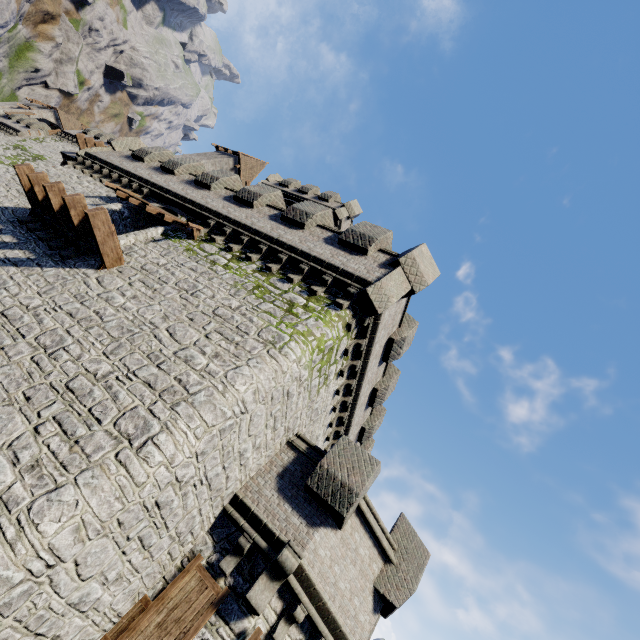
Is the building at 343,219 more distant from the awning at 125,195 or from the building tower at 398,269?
the awning at 125,195

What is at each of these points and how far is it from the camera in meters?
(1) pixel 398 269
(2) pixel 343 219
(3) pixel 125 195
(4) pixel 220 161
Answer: (1) building tower, 10.8 m
(2) building, 29.2 m
(3) awning, 14.0 m
(4) building, 31.8 m

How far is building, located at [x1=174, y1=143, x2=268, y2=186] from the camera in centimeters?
3119cm

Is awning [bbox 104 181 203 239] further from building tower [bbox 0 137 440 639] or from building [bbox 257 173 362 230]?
building [bbox 257 173 362 230]

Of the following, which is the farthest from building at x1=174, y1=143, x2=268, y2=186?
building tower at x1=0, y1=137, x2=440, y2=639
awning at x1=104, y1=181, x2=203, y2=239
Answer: awning at x1=104, y1=181, x2=203, y2=239

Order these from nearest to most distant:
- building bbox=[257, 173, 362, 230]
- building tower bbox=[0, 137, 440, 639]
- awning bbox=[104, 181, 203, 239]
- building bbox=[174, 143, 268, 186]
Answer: building tower bbox=[0, 137, 440, 639] < awning bbox=[104, 181, 203, 239] < building bbox=[257, 173, 362, 230] < building bbox=[174, 143, 268, 186]
